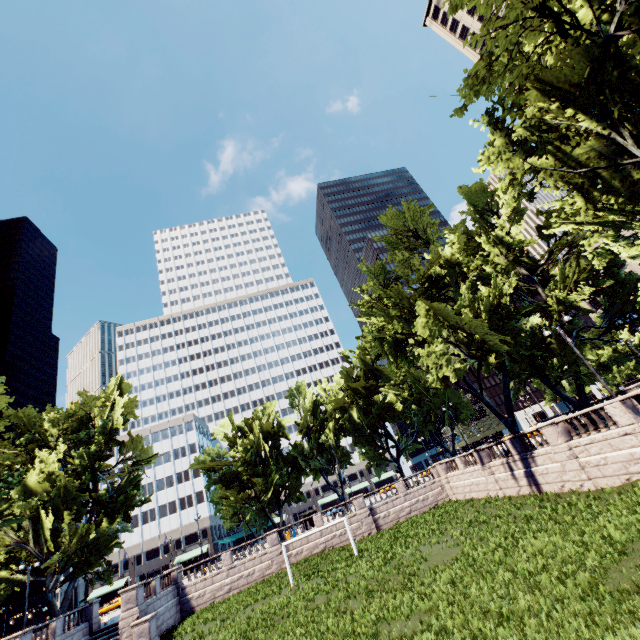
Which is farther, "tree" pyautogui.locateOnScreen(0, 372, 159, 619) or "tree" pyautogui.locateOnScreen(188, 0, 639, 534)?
"tree" pyautogui.locateOnScreen(0, 372, 159, 619)

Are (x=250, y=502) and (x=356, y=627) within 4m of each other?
no

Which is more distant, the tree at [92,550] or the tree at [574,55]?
the tree at [92,550]
